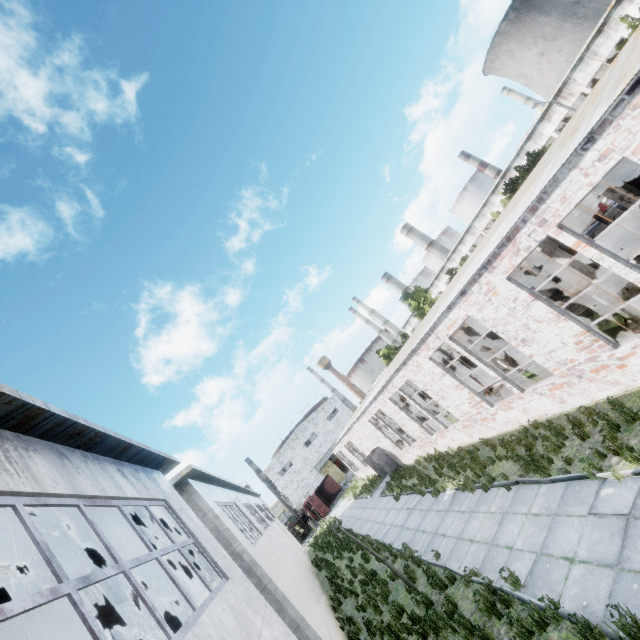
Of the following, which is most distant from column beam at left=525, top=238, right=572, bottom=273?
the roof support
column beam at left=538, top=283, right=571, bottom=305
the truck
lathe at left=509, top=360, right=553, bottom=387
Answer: the truck

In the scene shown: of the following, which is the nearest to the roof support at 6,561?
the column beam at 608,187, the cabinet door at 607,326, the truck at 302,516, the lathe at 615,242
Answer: the column beam at 608,187

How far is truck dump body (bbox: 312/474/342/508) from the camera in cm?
4716

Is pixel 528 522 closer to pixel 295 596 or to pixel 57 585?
pixel 295 596

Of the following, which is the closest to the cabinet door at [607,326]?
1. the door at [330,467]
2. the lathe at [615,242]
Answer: the lathe at [615,242]

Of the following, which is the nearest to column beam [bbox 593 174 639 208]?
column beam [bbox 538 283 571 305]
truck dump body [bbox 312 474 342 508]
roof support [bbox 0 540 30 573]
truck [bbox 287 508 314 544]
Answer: column beam [bbox 538 283 571 305]

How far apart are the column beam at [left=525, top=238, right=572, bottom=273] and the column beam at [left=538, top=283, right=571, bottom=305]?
5.3m

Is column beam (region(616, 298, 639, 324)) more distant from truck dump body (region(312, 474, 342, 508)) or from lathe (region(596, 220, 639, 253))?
truck dump body (region(312, 474, 342, 508))
